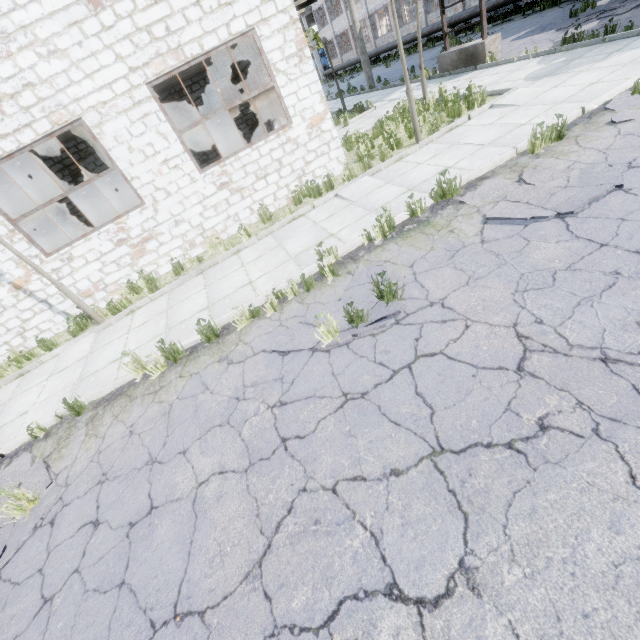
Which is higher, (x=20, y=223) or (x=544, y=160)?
(x=20, y=223)

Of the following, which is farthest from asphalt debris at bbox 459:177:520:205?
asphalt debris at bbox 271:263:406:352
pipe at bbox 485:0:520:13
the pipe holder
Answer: pipe at bbox 485:0:520:13

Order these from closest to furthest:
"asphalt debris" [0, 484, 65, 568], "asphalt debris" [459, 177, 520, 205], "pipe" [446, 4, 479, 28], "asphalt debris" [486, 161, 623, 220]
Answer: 1. "asphalt debris" [0, 484, 65, 568]
2. "asphalt debris" [486, 161, 623, 220]
3. "asphalt debris" [459, 177, 520, 205]
4. "pipe" [446, 4, 479, 28]

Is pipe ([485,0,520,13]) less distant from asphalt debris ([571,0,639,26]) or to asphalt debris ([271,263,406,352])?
asphalt debris ([571,0,639,26])

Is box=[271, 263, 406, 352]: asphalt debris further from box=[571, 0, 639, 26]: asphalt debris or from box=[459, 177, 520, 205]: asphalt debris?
box=[571, 0, 639, 26]: asphalt debris

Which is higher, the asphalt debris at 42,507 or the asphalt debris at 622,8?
the asphalt debris at 622,8

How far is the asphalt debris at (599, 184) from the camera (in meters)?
4.29

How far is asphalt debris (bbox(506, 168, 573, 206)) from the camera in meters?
4.8
